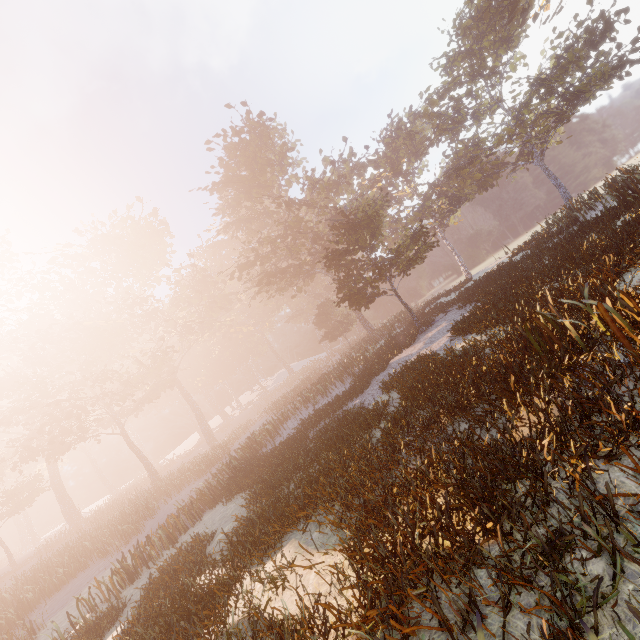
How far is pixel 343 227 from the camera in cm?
2055
